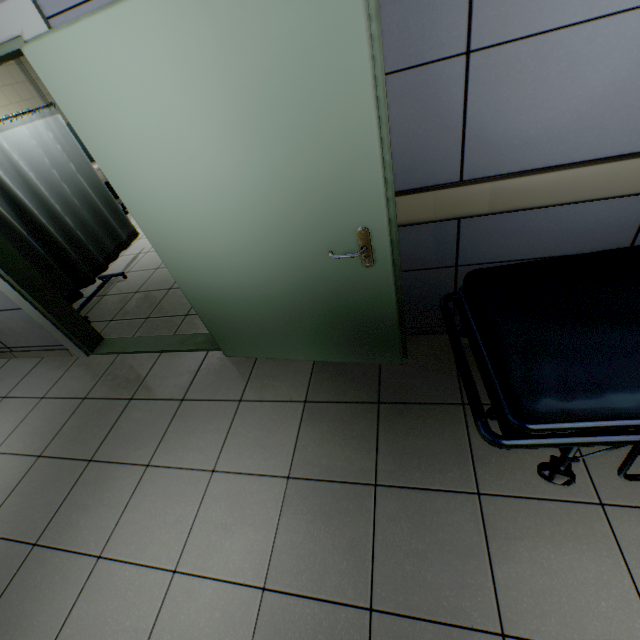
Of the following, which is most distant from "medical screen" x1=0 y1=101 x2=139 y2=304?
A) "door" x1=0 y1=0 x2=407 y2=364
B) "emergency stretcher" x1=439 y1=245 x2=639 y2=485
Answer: "emergency stretcher" x1=439 y1=245 x2=639 y2=485

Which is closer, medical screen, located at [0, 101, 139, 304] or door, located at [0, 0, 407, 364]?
door, located at [0, 0, 407, 364]

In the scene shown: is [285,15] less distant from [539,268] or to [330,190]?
[330,190]

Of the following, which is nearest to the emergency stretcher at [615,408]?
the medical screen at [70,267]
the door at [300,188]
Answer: the door at [300,188]

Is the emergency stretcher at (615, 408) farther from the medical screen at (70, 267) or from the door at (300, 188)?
the medical screen at (70, 267)

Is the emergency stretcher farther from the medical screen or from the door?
the medical screen
